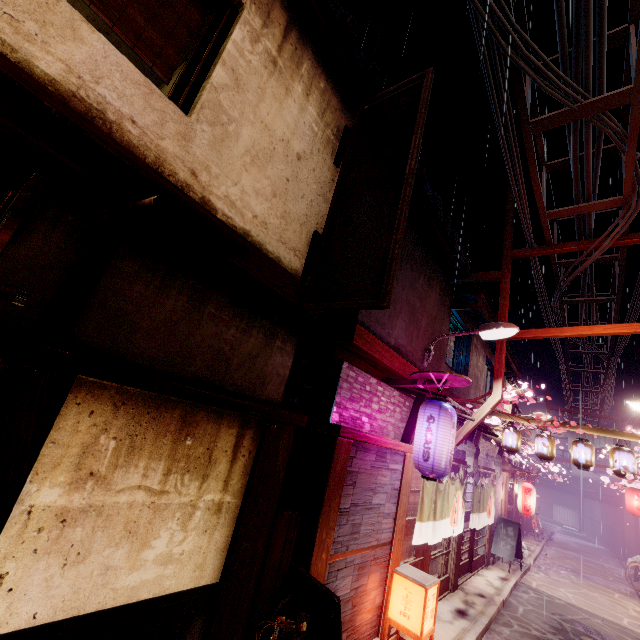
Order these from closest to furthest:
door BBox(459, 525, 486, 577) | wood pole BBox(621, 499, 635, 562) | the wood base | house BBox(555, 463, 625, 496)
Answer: the wood base < door BBox(459, 525, 486, 577) < wood pole BBox(621, 499, 635, 562) < house BBox(555, 463, 625, 496)

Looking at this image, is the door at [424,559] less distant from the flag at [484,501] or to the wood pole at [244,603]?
the flag at [484,501]

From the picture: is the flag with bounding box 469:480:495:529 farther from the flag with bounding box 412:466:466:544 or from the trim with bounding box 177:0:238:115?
the trim with bounding box 177:0:238:115

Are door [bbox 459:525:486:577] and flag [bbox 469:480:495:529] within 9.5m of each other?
yes

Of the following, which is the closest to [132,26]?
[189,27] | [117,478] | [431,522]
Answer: [189,27]

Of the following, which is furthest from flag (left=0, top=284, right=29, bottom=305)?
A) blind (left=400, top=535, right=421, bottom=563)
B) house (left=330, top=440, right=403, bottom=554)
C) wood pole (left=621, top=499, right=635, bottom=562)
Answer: wood pole (left=621, top=499, right=635, bottom=562)

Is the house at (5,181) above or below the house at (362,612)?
above

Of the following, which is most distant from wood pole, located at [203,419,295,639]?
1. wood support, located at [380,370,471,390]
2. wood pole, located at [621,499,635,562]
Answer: wood pole, located at [621,499,635,562]
